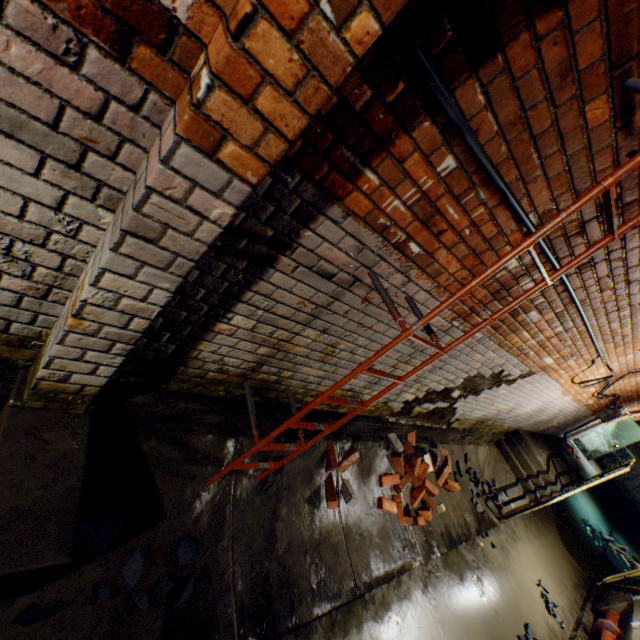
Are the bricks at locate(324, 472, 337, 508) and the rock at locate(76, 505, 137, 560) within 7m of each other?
yes

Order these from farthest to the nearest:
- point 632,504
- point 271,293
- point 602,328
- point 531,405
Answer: point 632,504 → point 531,405 → point 602,328 → point 271,293

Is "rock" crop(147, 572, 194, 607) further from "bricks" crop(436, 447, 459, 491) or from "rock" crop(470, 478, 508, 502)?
"rock" crop(470, 478, 508, 502)

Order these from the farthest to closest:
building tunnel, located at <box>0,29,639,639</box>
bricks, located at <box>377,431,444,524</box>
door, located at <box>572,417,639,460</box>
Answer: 1. door, located at <box>572,417,639,460</box>
2. bricks, located at <box>377,431,444,524</box>
3. building tunnel, located at <box>0,29,639,639</box>

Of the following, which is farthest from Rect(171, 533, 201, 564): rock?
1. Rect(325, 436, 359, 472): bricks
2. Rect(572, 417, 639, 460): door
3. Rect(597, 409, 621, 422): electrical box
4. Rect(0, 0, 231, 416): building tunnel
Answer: Rect(572, 417, 639, 460): door

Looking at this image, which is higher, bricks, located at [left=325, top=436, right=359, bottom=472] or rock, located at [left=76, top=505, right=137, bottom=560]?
bricks, located at [left=325, top=436, right=359, bottom=472]

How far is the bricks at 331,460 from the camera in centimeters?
322cm

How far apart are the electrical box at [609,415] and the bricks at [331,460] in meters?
10.2
